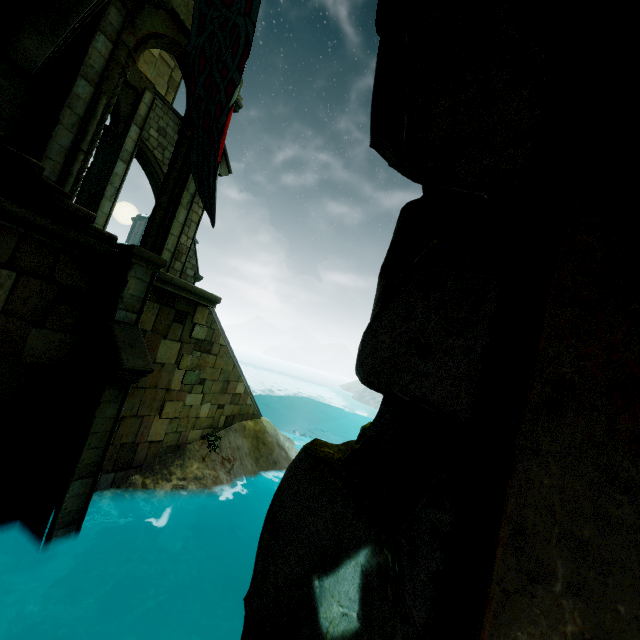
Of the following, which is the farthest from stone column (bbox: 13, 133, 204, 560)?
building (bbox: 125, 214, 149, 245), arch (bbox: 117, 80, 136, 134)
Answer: building (bbox: 125, 214, 149, 245)

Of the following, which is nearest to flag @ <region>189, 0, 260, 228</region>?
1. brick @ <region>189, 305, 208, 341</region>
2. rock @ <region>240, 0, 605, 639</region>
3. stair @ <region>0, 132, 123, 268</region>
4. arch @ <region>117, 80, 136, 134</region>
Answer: stair @ <region>0, 132, 123, 268</region>

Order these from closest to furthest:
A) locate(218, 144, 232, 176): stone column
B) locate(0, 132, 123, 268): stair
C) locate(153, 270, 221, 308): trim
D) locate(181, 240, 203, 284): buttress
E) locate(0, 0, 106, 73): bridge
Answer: locate(0, 132, 123, 268): stair
locate(0, 0, 106, 73): bridge
locate(153, 270, 221, 308): trim
locate(218, 144, 232, 176): stone column
locate(181, 240, 203, 284): buttress

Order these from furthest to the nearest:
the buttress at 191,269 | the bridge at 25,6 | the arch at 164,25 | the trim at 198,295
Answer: the buttress at 191,269 → the arch at 164,25 → the trim at 198,295 → the bridge at 25,6

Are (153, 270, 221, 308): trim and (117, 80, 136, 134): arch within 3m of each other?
no

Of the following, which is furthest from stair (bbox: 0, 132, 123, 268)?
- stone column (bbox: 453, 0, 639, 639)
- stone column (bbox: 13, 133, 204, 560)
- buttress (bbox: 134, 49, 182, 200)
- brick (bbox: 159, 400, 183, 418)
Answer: buttress (bbox: 134, 49, 182, 200)

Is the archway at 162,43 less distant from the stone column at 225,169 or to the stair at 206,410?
the stone column at 225,169

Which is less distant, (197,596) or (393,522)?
(393,522)
